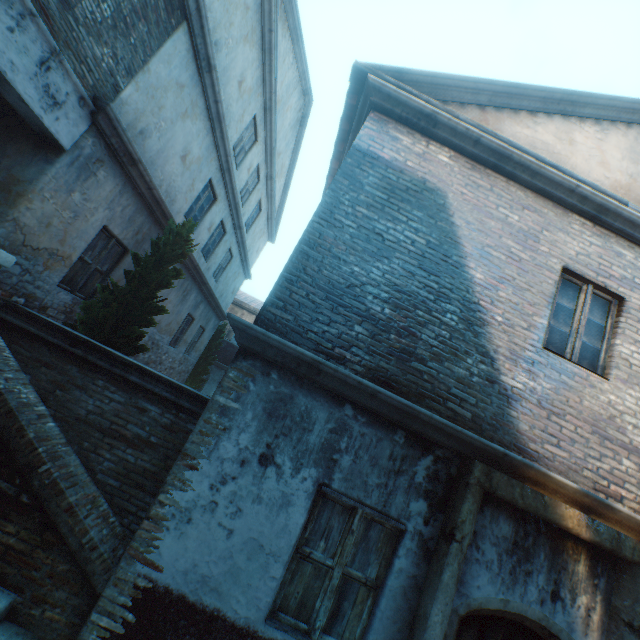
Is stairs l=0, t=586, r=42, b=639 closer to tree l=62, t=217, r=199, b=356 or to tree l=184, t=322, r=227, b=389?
tree l=62, t=217, r=199, b=356

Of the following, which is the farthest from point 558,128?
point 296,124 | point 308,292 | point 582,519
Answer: point 296,124

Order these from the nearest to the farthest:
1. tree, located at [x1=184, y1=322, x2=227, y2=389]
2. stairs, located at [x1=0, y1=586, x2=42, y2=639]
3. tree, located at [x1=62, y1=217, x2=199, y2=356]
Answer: stairs, located at [x1=0, y1=586, x2=42, y2=639] → tree, located at [x1=62, y1=217, x2=199, y2=356] → tree, located at [x1=184, y1=322, x2=227, y2=389]

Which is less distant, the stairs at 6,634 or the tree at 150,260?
the stairs at 6,634

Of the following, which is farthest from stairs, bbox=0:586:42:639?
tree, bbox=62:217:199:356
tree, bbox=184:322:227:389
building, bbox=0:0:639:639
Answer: tree, bbox=184:322:227:389

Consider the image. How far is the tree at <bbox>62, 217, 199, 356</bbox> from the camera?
5.53m

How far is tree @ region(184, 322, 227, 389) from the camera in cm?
1577

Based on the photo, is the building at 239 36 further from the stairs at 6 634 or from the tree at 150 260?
the tree at 150 260
